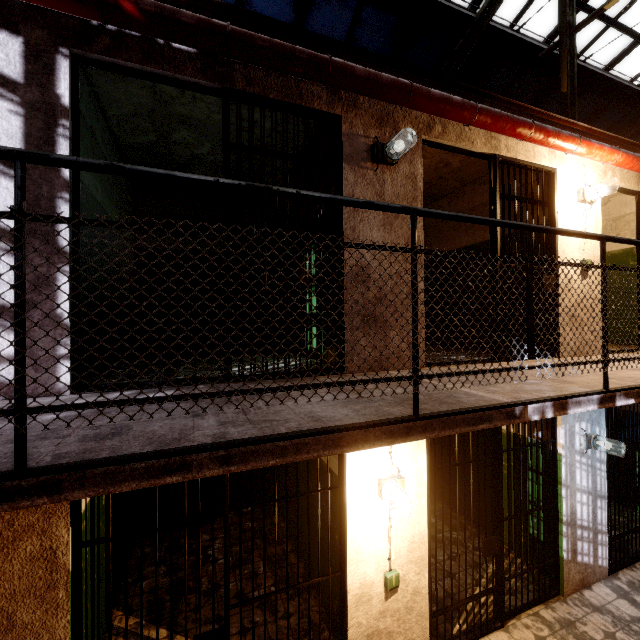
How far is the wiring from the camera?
3.02m

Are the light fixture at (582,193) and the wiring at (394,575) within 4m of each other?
no

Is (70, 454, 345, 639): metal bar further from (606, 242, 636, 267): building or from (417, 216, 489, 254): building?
(606, 242, 636, 267): building

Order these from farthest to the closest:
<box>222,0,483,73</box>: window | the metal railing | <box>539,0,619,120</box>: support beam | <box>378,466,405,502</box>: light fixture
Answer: <box>222,0,483,73</box>: window → <box>539,0,619,120</box>: support beam → <box>378,466,405,502</box>: light fixture → the metal railing

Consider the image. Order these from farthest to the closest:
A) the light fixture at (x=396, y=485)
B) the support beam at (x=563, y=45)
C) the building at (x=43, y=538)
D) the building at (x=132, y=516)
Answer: the building at (x=132, y=516) < the support beam at (x=563, y=45) < the light fixture at (x=396, y=485) < the building at (x=43, y=538)

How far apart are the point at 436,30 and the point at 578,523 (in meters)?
8.39

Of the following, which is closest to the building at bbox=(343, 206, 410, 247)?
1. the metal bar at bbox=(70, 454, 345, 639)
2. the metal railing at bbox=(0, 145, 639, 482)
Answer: the metal bar at bbox=(70, 454, 345, 639)

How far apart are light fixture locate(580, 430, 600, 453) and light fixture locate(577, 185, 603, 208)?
3.0 meters
